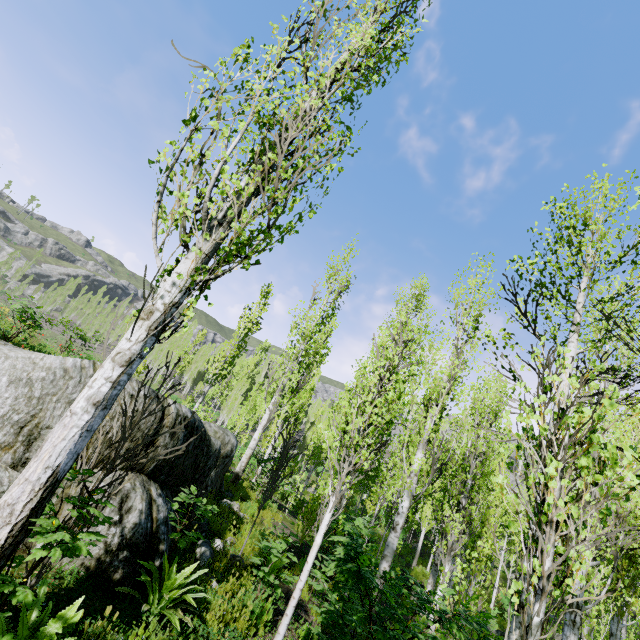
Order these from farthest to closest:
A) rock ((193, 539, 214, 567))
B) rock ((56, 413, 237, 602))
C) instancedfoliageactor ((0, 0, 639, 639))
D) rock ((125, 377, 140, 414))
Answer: rock ((193, 539, 214, 567)) → rock ((125, 377, 140, 414)) → rock ((56, 413, 237, 602)) → instancedfoliageactor ((0, 0, 639, 639))

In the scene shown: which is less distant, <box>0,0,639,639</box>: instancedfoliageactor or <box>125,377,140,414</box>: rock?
<box>0,0,639,639</box>: instancedfoliageactor

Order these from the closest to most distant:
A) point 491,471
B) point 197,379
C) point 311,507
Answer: point 311,507 → point 491,471 → point 197,379

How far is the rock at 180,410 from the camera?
4.7m

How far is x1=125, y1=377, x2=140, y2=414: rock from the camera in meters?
4.5

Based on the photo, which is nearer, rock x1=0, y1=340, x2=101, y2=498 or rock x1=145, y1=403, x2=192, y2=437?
rock x1=0, y1=340, x2=101, y2=498
